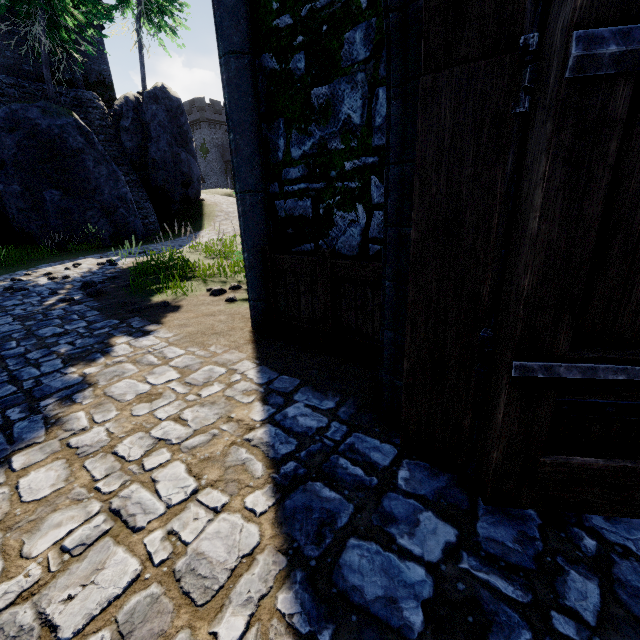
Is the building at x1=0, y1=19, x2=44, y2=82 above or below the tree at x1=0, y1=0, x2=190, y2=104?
below

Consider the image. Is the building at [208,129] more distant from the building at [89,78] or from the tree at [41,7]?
the building at [89,78]

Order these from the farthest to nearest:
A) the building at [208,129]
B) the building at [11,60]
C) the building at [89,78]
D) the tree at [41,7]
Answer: the building at [208,129], the building at [89,78], the building at [11,60], the tree at [41,7]

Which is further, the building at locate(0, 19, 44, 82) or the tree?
the building at locate(0, 19, 44, 82)

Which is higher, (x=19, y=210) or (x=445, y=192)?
(x=19, y=210)

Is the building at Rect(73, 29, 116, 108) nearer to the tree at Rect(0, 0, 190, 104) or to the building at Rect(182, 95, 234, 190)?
the tree at Rect(0, 0, 190, 104)

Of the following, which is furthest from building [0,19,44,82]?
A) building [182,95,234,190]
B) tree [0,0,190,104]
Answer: building [182,95,234,190]

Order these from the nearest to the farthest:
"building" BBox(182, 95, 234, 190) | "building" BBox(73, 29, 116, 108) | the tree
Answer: the tree < "building" BBox(73, 29, 116, 108) < "building" BBox(182, 95, 234, 190)
